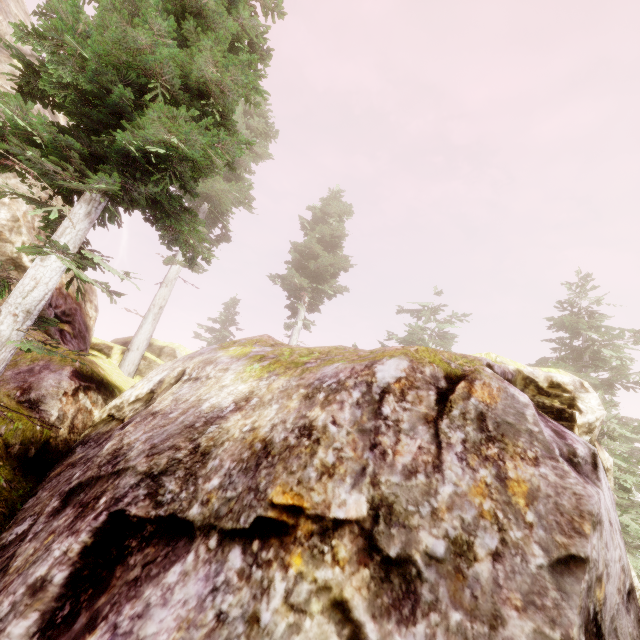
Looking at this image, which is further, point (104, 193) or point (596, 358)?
point (596, 358)

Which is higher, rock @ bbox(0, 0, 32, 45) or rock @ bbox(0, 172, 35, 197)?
rock @ bbox(0, 0, 32, 45)

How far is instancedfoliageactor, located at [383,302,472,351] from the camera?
25.5m

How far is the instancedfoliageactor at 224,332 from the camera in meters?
34.3 m

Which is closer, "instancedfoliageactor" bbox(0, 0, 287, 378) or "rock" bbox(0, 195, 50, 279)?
"instancedfoliageactor" bbox(0, 0, 287, 378)

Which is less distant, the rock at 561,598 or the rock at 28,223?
the rock at 561,598

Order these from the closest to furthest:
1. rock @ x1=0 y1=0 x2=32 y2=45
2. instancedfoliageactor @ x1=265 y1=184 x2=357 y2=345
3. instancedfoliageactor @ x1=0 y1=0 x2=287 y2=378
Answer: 1. instancedfoliageactor @ x1=0 y1=0 x2=287 y2=378
2. rock @ x1=0 y1=0 x2=32 y2=45
3. instancedfoliageactor @ x1=265 y1=184 x2=357 y2=345
